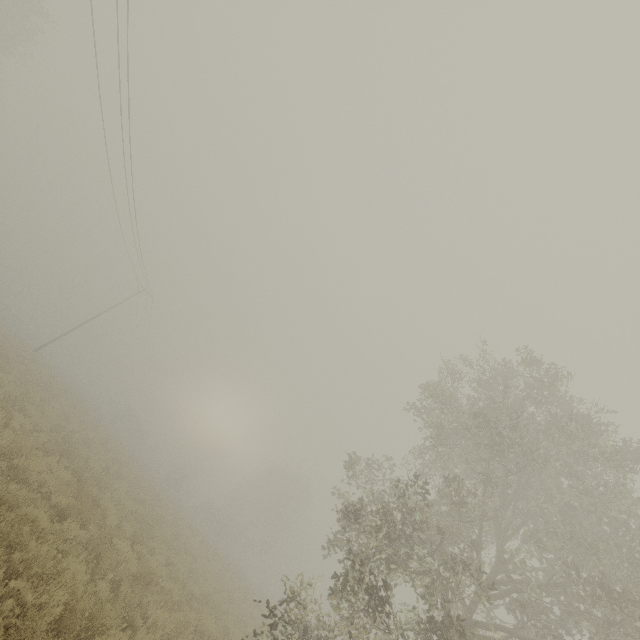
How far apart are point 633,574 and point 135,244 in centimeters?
3259cm
